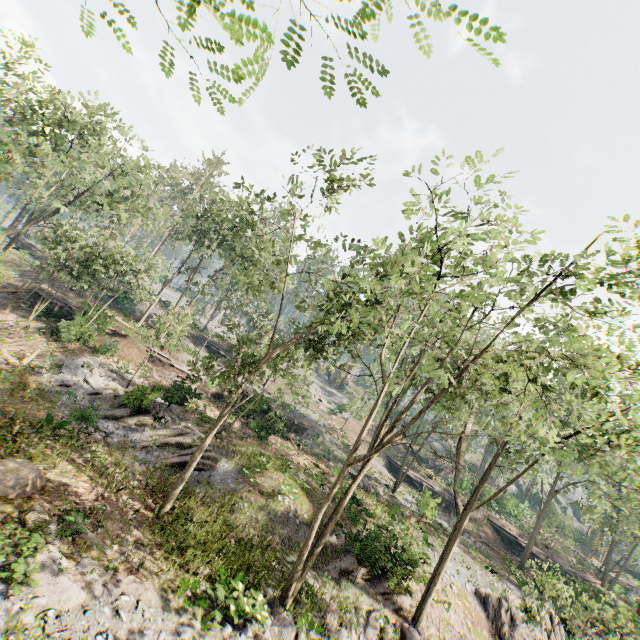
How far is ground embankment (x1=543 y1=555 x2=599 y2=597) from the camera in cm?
2535

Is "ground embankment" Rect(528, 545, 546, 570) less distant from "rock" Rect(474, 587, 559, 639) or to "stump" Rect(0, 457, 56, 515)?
"rock" Rect(474, 587, 559, 639)

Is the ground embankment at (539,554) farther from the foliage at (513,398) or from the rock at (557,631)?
the rock at (557,631)

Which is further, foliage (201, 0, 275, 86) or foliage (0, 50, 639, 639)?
foliage (0, 50, 639, 639)

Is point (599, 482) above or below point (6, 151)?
below

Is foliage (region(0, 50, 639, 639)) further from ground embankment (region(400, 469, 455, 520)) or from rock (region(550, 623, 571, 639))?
ground embankment (region(400, 469, 455, 520))

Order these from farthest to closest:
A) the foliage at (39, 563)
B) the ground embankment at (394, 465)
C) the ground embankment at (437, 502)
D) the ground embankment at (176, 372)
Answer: the ground embankment at (394, 465), the ground embankment at (437, 502), the ground embankment at (176, 372), the foliage at (39, 563)

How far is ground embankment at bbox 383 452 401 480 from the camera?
42.44m
